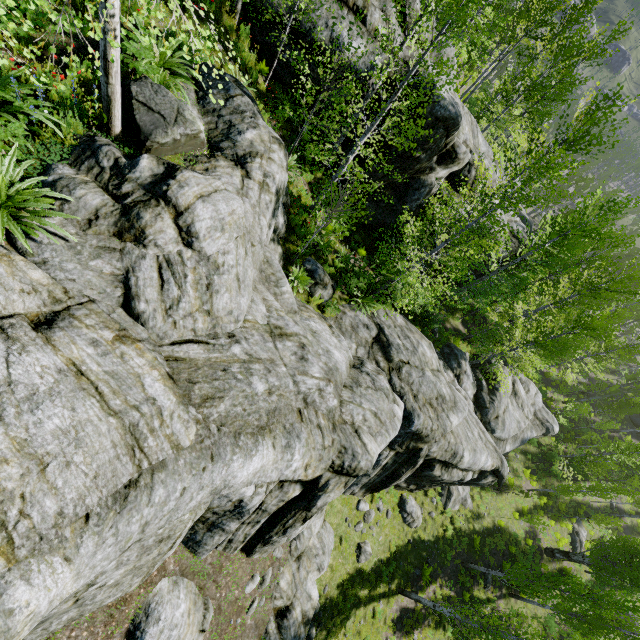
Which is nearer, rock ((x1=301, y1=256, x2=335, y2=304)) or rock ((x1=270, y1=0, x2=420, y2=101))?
rock ((x1=270, y1=0, x2=420, y2=101))

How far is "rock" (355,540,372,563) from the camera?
14.20m

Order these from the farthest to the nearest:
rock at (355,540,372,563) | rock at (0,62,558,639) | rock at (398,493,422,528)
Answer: rock at (398,493,422,528)
rock at (355,540,372,563)
rock at (0,62,558,639)

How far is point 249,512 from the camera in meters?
6.9 m

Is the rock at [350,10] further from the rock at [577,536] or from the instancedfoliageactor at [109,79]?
the rock at [577,536]

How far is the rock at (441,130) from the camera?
11.79m

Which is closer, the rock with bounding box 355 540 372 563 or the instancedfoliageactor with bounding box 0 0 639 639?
the instancedfoliageactor with bounding box 0 0 639 639

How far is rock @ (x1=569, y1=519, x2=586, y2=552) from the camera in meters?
28.2 m
